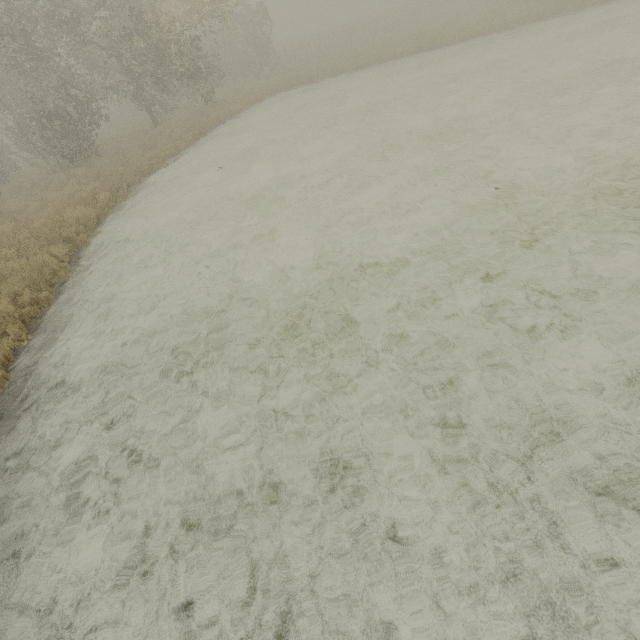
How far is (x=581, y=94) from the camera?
9.1 meters
